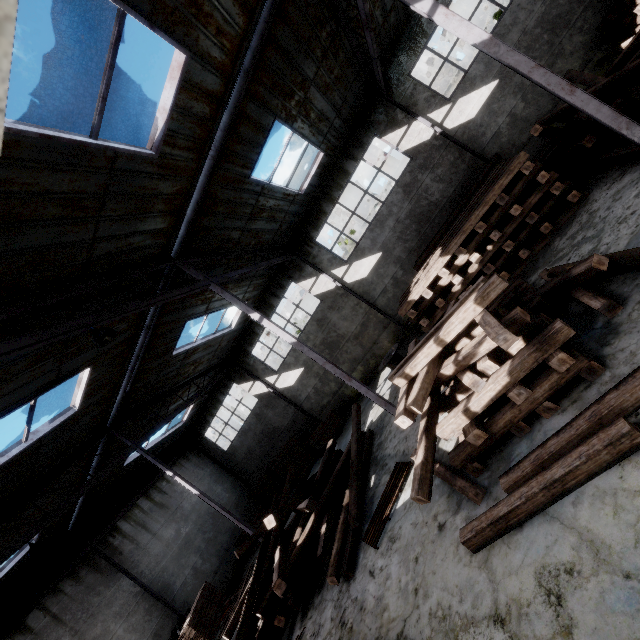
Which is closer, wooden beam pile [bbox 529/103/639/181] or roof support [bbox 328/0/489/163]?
wooden beam pile [bbox 529/103/639/181]

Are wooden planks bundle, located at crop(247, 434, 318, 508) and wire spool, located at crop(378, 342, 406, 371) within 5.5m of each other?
no

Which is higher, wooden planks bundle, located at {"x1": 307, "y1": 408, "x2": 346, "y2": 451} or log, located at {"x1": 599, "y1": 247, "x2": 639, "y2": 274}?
wooden planks bundle, located at {"x1": 307, "y1": 408, "x2": 346, "y2": 451}

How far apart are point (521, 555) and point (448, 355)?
3.18m

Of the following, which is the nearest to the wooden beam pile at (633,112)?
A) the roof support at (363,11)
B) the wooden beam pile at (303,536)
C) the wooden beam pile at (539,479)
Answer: the roof support at (363,11)

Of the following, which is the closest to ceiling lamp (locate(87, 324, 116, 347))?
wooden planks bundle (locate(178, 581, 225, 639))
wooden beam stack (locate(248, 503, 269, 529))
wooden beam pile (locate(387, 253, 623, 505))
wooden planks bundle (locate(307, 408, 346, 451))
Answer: wooden beam pile (locate(387, 253, 623, 505))

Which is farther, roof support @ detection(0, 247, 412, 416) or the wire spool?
the wire spool

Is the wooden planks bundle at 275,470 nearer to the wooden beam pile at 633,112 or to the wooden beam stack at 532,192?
the wooden beam stack at 532,192
